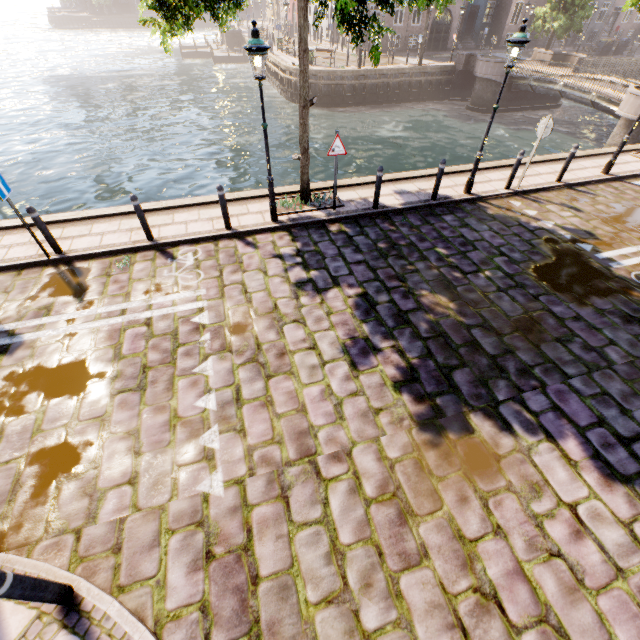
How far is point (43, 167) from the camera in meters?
17.3

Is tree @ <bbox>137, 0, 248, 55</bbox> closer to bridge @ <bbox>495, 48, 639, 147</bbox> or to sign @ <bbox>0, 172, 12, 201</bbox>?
bridge @ <bbox>495, 48, 639, 147</bbox>

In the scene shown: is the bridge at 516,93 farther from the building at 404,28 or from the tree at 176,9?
the building at 404,28

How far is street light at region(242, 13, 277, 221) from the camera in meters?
5.9

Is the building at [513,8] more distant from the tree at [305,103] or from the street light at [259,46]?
the street light at [259,46]

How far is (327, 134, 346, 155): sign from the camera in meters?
7.7 m

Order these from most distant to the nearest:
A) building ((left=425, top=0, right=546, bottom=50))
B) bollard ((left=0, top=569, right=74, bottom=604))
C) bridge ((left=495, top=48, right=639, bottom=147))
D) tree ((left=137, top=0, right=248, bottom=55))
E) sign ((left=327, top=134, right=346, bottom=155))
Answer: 1. building ((left=425, top=0, right=546, bottom=50))
2. bridge ((left=495, top=48, right=639, bottom=147))
3. sign ((left=327, top=134, right=346, bottom=155))
4. tree ((left=137, top=0, right=248, bottom=55))
5. bollard ((left=0, top=569, right=74, bottom=604))

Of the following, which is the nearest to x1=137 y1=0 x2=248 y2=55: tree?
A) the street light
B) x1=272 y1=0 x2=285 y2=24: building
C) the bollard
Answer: the street light
